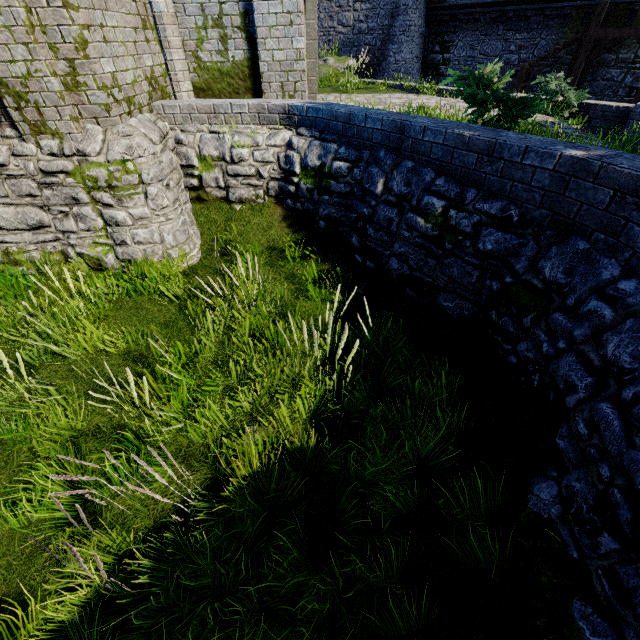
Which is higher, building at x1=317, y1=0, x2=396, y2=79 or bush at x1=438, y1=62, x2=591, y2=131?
building at x1=317, y1=0, x2=396, y2=79

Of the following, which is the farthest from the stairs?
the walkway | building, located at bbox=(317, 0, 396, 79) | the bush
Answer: the bush

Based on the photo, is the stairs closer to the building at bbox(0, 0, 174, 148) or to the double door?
the building at bbox(0, 0, 174, 148)

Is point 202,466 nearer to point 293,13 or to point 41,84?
point 41,84

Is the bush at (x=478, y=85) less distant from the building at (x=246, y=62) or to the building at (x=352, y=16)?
the building at (x=246, y=62)

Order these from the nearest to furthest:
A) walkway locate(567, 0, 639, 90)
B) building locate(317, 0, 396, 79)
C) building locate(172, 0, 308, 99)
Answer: building locate(172, 0, 308, 99) < walkway locate(567, 0, 639, 90) < building locate(317, 0, 396, 79)

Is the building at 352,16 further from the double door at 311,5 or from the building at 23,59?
the double door at 311,5

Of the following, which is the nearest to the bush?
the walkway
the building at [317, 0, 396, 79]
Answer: the walkway
